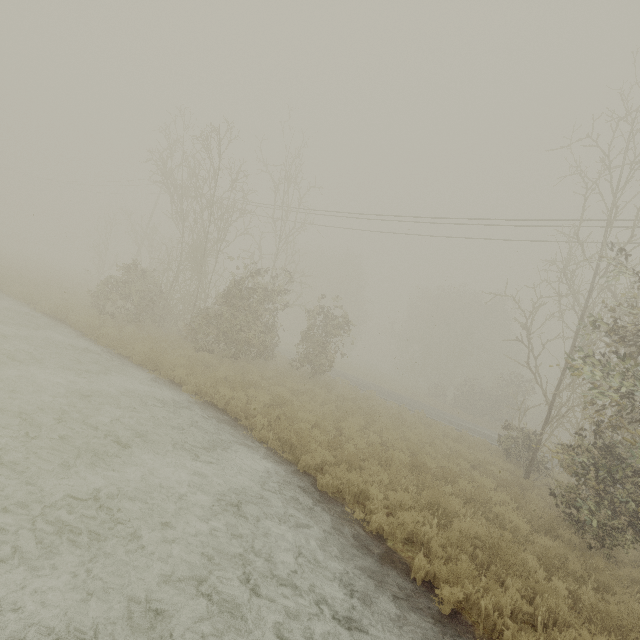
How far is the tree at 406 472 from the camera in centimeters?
823cm

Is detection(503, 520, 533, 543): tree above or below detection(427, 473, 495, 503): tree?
below

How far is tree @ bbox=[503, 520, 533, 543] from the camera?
7.33m

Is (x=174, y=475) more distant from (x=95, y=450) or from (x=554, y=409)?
(x=554, y=409)

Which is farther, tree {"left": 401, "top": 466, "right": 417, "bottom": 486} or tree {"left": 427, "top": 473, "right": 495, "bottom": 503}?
tree {"left": 401, "top": 466, "right": 417, "bottom": 486}
